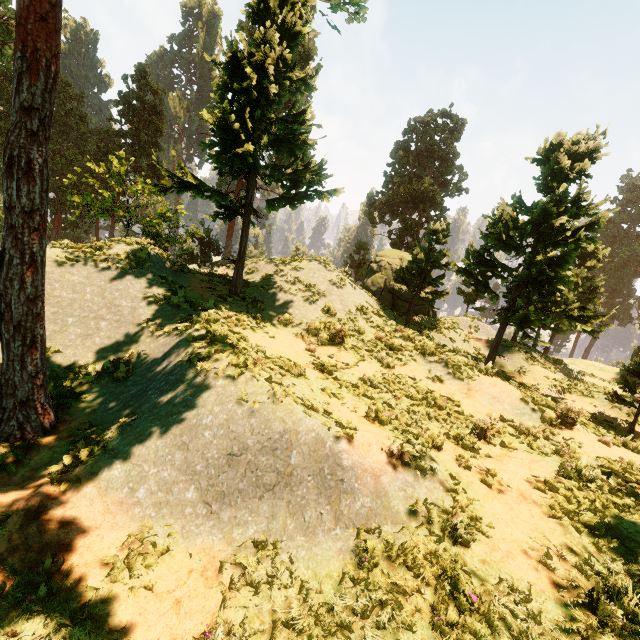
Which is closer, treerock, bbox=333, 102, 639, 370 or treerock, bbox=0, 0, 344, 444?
treerock, bbox=0, 0, 344, 444

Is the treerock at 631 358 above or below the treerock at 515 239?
below

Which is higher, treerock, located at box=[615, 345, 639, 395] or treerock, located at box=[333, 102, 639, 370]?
treerock, located at box=[333, 102, 639, 370]

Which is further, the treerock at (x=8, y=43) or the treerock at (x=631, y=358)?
the treerock at (x=631, y=358)

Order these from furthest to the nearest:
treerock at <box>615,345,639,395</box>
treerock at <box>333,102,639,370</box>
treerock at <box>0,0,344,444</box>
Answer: treerock at <box>333,102,639,370</box> < treerock at <box>615,345,639,395</box> < treerock at <box>0,0,344,444</box>

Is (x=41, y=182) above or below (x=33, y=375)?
above
